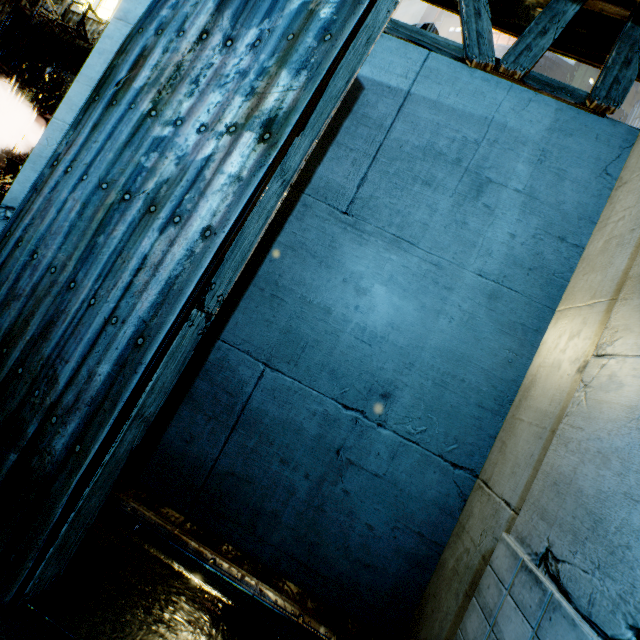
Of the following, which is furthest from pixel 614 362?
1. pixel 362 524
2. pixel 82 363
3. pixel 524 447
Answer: pixel 82 363
